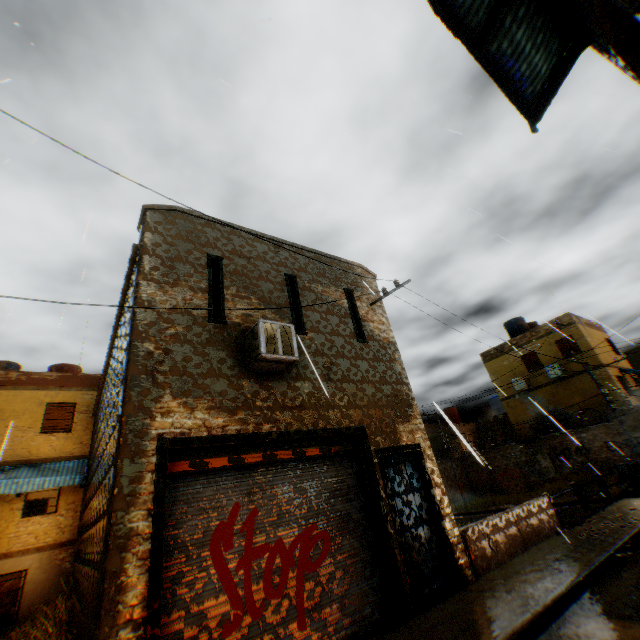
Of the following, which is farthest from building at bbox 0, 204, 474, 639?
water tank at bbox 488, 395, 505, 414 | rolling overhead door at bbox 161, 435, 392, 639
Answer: water tank at bbox 488, 395, 505, 414

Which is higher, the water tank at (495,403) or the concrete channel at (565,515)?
the water tank at (495,403)

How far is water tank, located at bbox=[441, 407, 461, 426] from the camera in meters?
→ 1.8 m

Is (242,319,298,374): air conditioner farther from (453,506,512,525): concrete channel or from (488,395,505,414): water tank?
(488,395,505,414): water tank

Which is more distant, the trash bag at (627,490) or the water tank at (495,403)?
the water tank at (495,403)

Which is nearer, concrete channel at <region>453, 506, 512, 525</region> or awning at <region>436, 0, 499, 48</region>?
awning at <region>436, 0, 499, 48</region>

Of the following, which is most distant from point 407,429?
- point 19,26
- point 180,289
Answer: point 19,26
